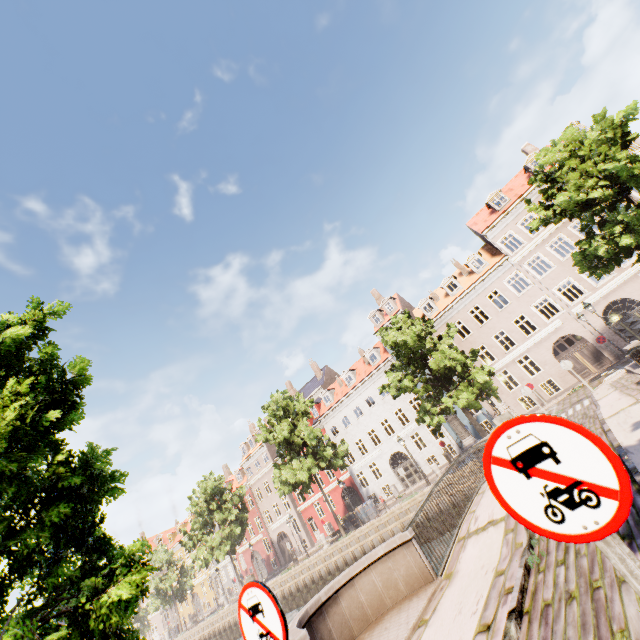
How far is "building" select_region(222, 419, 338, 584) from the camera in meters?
38.2 m

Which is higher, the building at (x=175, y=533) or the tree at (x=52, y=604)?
the building at (x=175, y=533)

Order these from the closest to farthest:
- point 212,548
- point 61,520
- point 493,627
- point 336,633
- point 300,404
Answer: point 493,627, point 61,520, point 336,633, point 300,404, point 212,548

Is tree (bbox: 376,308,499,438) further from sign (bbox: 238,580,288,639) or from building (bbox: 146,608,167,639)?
building (bbox: 146,608,167,639)

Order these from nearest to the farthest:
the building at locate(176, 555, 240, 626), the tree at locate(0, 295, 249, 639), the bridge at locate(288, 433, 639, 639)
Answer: the bridge at locate(288, 433, 639, 639) → the tree at locate(0, 295, 249, 639) → the building at locate(176, 555, 240, 626)

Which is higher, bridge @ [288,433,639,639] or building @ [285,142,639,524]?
building @ [285,142,639,524]

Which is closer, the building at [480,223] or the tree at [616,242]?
the tree at [616,242]

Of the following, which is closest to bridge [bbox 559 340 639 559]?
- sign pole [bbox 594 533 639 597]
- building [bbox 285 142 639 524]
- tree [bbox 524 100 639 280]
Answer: sign pole [bbox 594 533 639 597]
